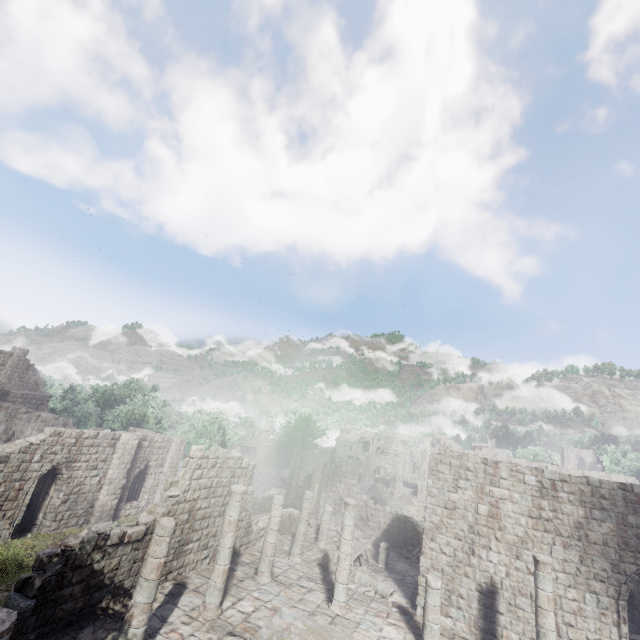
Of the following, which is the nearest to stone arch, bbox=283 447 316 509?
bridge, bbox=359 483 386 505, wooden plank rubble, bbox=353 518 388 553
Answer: bridge, bbox=359 483 386 505

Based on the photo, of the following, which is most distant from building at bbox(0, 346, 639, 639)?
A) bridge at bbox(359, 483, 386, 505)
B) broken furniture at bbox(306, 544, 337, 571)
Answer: bridge at bbox(359, 483, 386, 505)

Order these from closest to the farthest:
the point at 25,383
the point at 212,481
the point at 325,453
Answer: the point at 212,481
the point at 325,453
the point at 25,383

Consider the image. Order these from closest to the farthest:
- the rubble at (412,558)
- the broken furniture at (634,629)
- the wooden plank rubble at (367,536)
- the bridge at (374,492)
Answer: the broken furniture at (634,629)
the rubble at (412,558)
the wooden plank rubble at (367,536)
the bridge at (374,492)

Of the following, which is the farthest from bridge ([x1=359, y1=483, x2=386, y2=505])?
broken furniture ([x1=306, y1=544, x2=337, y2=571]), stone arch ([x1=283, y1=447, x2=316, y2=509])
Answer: broken furniture ([x1=306, y1=544, x2=337, y2=571])

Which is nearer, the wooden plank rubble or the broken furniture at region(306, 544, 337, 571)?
the broken furniture at region(306, 544, 337, 571)

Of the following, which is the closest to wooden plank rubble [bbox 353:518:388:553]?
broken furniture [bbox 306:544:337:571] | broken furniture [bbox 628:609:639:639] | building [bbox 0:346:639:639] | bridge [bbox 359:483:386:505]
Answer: building [bbox 0:346:639:639]

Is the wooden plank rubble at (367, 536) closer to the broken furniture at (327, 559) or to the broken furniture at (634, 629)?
the broken furniture at (327, 559)
